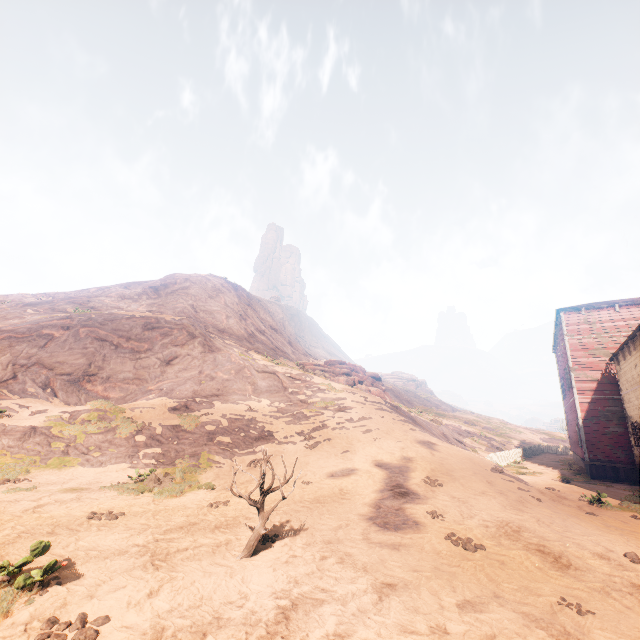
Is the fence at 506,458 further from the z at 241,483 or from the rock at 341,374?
the rock at 341,374

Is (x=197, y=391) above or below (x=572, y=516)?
above

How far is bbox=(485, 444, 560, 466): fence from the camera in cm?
2253

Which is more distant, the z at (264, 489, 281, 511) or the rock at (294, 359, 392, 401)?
the rock at (294, 359, 392, 401)

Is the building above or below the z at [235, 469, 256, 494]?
above

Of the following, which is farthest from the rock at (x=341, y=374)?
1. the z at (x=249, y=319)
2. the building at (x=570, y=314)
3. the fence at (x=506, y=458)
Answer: the building at (x=570, y=314)

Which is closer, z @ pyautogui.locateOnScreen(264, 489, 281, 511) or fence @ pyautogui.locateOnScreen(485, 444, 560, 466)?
z @ pyautogui.locateOnScreen(264, 489, 281, 511)

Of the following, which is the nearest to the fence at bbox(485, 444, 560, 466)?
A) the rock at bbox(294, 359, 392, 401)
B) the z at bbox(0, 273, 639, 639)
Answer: the z at bbox(0, 273, 639, 639)
